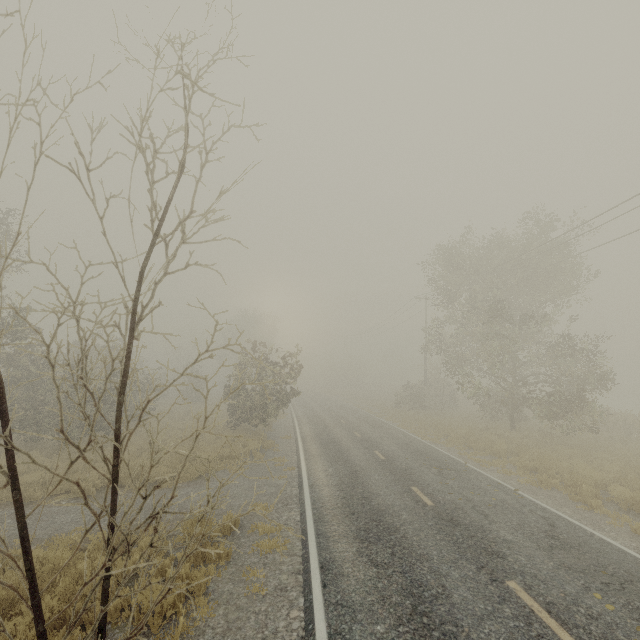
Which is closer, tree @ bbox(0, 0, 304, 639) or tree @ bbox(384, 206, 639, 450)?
tree @ bbox(0, 0, 304, 639)

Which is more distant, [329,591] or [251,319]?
[251,319]

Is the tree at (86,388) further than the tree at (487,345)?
No
